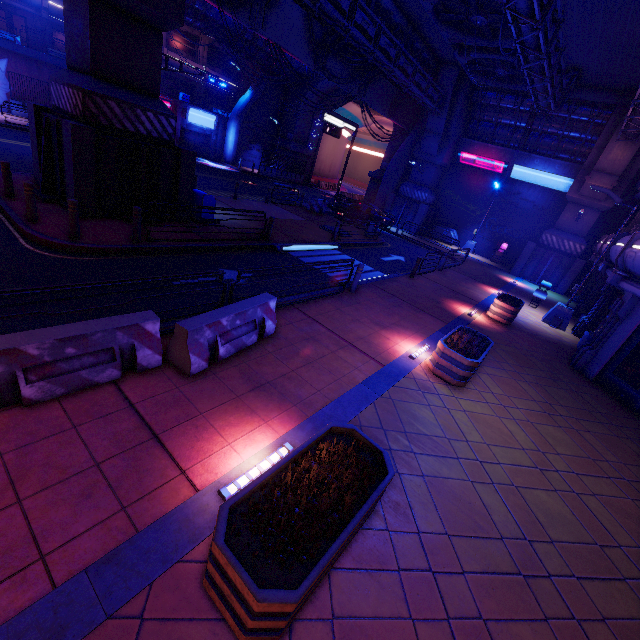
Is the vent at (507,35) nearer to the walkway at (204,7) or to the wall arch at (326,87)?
the wall arch at (326,87)

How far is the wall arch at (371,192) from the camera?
32.22m

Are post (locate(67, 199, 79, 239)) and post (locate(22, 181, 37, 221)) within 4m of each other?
yes

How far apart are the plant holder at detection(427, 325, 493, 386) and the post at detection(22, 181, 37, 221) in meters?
11.6

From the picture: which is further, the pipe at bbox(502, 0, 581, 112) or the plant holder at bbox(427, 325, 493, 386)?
the pipe at bbox(502, 0, 581, 112)

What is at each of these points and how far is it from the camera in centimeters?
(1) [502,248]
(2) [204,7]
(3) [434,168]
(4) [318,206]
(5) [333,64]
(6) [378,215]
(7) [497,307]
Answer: (1) atm, 2912cm
(2) walkway, 2580cm
(3) pillar, 2884cm
(4) fence, 2502cm
(5) walkway, 2038cm
(6) car, 2508cm
(7) plant holder, 1338cm

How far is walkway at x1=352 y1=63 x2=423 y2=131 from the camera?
23.3 meters

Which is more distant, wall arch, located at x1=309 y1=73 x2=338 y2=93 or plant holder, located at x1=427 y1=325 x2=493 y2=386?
wall arch, located at x1=309 y1=73 x2=338 y2=93
